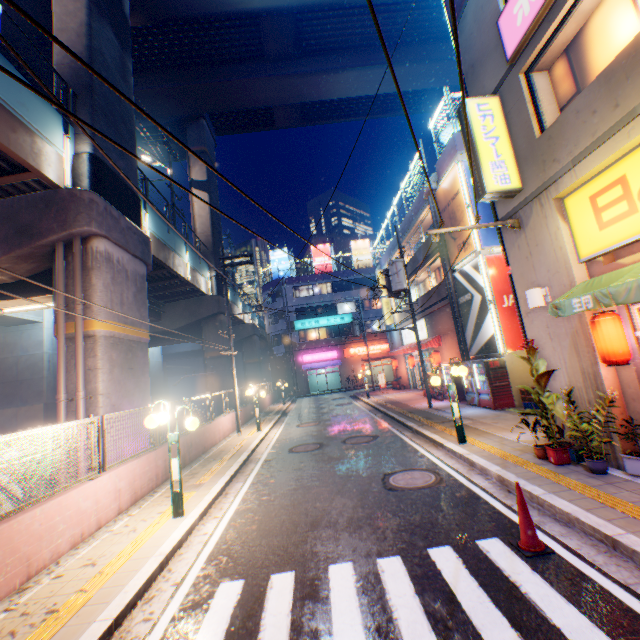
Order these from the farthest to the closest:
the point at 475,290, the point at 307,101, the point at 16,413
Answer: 1. the point at 307,101
2. the point at 16,413
3. the point at 475,290

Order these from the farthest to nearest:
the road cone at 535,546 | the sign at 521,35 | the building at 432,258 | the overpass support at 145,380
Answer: the building at 432,258 < the overpass support at 145,380 < the sign at 521,35 < the road cone at 535,546

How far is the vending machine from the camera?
13.3 meters

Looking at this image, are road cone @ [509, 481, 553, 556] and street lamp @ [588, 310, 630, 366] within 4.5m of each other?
yes

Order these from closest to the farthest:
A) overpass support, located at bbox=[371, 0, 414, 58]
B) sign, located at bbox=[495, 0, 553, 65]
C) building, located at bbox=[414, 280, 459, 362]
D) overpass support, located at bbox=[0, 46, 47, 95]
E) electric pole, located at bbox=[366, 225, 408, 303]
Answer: sign, located at bbox=[495, 0, 553, 65]
overpass support, located at bbox=[0, 46, 47, 95]
electric pole, located at bbox=[366, 225, 408, 303]
building, located at bbox=[414, 280, 459, 362]
overpass support, located at bbox=[371, 0, 414, 58]

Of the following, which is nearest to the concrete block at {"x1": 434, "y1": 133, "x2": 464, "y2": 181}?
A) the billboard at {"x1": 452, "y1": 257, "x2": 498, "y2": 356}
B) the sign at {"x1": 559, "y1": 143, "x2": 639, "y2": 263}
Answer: the billboard at {"x1": 452, "y1": 257, "x2": 498, "y2": 356}

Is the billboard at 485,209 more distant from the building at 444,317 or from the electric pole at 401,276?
the electric pole at 401,276

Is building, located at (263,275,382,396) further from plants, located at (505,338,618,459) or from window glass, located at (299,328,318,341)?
plants, located at (505,338,618,459)
